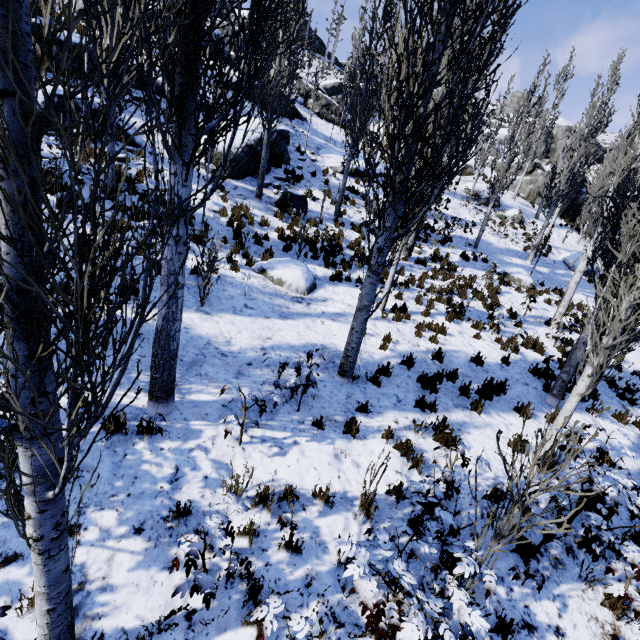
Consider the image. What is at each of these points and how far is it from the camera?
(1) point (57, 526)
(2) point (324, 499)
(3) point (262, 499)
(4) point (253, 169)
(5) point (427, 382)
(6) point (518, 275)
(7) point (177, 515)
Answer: (1) instancedfoliageactor, 2.2m
(2) instancedfoliageactor, 4.3m
(3) instancedfoliageactor, 4.1m
(4) rock, 14.3m
(5) instancedfoliageactor, 7.0m
(6) rock, 15.9m
(7) instancedfoliageactor, 3.8m

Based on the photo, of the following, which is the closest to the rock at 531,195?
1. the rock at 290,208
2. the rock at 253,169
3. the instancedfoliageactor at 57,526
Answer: the instancedfoliageactor at 57,526

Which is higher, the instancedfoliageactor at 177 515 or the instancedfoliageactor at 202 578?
the instancedfoliageactor at 177 515

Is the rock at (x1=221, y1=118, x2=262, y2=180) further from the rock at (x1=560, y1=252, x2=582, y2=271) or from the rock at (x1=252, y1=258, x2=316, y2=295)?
the rock at (x1=560, y1=252, x2=582, y2=271)

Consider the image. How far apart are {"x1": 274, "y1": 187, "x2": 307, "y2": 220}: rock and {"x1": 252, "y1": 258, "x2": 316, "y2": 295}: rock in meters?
3.4 m

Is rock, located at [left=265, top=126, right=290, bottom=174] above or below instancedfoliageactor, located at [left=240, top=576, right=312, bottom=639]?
above

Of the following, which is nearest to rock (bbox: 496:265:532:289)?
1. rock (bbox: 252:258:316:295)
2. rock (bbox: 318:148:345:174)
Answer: rock (bbox: 318:148:345:174)

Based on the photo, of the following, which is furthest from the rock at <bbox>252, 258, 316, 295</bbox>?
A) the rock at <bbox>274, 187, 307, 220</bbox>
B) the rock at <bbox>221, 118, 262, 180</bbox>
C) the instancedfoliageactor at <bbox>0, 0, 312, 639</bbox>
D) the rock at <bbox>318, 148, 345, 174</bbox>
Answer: the rock at <bbox>318, 148, 345, 174</bbox>
